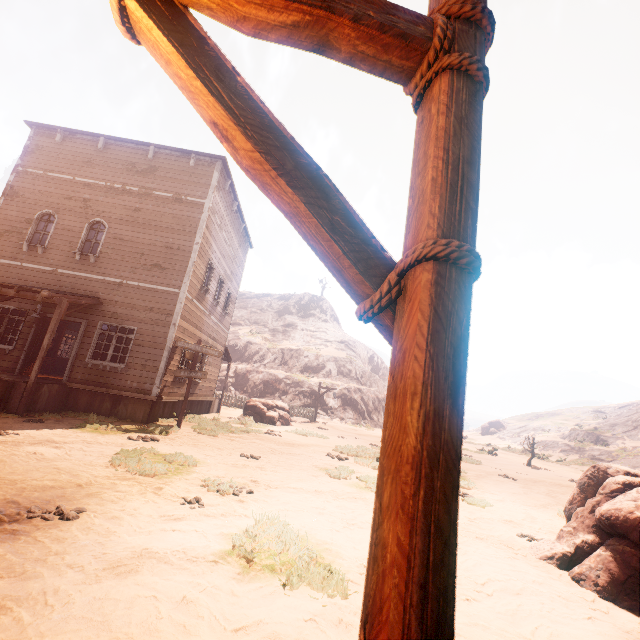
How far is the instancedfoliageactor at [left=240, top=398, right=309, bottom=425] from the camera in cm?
1820

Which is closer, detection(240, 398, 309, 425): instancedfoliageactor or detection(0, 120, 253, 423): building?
detection(0, 120, 253, 423): building

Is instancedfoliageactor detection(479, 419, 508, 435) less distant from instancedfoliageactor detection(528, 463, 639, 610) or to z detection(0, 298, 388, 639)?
z detection(0, 298, 388, 639)

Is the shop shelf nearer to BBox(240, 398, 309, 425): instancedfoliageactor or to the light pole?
BBox(240, 398, 309, 425): instancedfoliageactor

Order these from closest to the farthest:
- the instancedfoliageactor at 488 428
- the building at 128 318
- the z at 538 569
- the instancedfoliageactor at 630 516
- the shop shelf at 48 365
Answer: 1. the z at 538 569
2. the instancedfoliageactor at 630 516
3. the building at 128 318
4. the shop shelf at 48 365
5. the instancedfoliageactor at 488 428

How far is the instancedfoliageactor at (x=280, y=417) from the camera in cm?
1820

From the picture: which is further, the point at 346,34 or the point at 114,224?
the point at 114,224

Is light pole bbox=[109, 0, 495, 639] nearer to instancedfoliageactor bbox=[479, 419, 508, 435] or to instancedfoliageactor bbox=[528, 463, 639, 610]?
instancedfoliageactor bbox=[528, 463, 639, 610]
